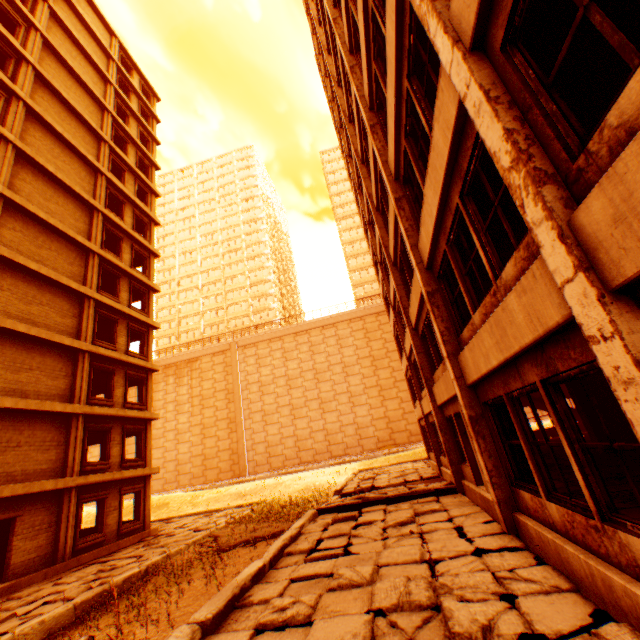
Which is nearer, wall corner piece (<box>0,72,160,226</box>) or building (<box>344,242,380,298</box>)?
wall corner piece (<box>0,72,160,226</box>)

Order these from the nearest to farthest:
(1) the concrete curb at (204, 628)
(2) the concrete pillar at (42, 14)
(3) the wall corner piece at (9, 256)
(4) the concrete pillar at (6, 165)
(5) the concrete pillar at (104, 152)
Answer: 1. (1) the concrete curb at (204, 628)
2. (3) the wall corner piece at (9, 256)
3. (4) the concrete pillar at (6, 165)
4. (2) the concrete pillar at (42, 14)
5. (5) the concrete pillar at (104, 152)

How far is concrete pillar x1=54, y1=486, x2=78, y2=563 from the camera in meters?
12.9 m

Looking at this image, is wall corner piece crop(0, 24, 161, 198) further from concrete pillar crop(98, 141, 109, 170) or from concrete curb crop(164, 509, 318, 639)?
concrete curb crop(164, 509, 318, 639)

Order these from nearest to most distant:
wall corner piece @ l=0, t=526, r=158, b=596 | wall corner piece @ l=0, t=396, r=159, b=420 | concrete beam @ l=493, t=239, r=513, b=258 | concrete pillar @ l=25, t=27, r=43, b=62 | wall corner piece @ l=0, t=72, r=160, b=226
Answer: concrete beam @ l=493, t=239, r=513, b=258 < wall corner piece @ l=0, t=526, r=158, b=596 < wall corner piece @ l=0, t=396, r=159, b=420 < wall corner piece @ l=0, t=72, r=160, b=226 < concrete pillar @ l=25, t=27, r=43, b=62

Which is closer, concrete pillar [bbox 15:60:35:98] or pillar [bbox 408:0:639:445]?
pillar [bbox 408:0:639:445]

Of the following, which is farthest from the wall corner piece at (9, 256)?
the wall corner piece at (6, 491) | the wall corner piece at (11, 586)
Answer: the wall corner piece at (11, 586)

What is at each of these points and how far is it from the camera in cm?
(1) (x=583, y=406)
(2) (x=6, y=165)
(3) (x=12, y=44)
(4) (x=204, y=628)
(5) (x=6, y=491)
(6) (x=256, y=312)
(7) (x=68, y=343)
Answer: (1) concrete beam, 1068
(2) concrete pillar, 1449
(3) wall corner piece, 1631
(4) concrete curb, 450
(5) wall corner piece, 1145
(6) building, 5966
(7) wall corner piece, 1523
